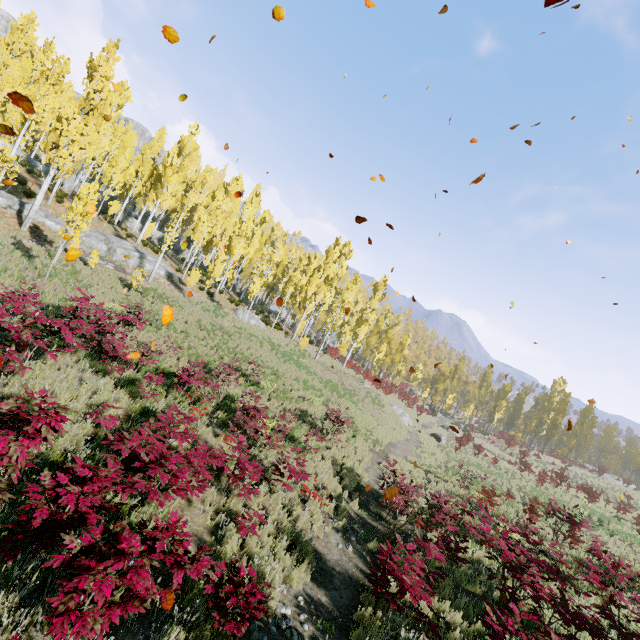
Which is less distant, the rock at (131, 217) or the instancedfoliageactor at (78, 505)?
the instancedfoliageactor at (78, 505)

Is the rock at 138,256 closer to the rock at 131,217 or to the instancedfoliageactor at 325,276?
the instancedfoliageactor at 325,276

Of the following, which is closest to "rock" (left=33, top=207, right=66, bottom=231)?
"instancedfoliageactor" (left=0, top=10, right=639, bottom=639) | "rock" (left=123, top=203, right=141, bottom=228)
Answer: "instancedfoliageactor" (left=0, top=10, right=639, bottom=639)

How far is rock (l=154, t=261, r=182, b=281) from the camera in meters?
25.2

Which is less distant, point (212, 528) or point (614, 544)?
point (212, 528)

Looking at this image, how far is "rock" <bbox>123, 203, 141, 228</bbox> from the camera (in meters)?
35.12

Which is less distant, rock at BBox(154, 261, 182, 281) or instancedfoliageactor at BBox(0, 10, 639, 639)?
instancedfoliageactor at BBox(0, 10, 639, 639)
